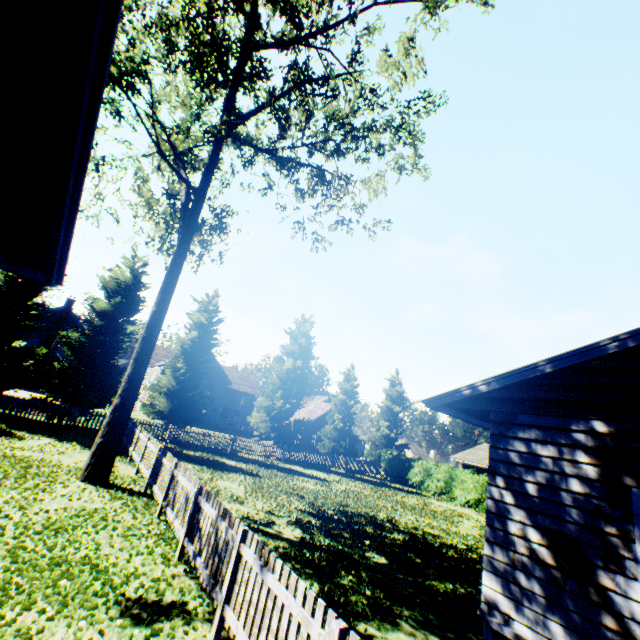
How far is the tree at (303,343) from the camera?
28.82m

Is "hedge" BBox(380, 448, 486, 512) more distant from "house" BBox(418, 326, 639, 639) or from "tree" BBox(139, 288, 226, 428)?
"tree" BBox(139, 288, 226, 428)

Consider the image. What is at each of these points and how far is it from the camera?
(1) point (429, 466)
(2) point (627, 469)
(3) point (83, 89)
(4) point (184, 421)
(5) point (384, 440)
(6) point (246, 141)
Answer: (1) hedge, 29.98m
(2) house, 4.78m
(3) house, 2.79m
(4) tree, 24.77m
(5) tree, 37.84m
(6) tree, 12.85m

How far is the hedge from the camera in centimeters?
2631cm

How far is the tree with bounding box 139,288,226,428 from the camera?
24.2 meters

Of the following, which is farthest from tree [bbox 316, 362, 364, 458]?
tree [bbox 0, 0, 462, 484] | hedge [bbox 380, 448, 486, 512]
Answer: hedge [bbox 380, 448, 486, 512]

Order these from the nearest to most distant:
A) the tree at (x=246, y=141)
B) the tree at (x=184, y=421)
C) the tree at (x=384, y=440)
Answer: the tree at (x=246, y=141), the tree at (x=184, y=421), the tree at (x=384, y=440)

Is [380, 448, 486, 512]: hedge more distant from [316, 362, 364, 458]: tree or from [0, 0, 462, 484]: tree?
[0, 0, 462, 484]: tree
